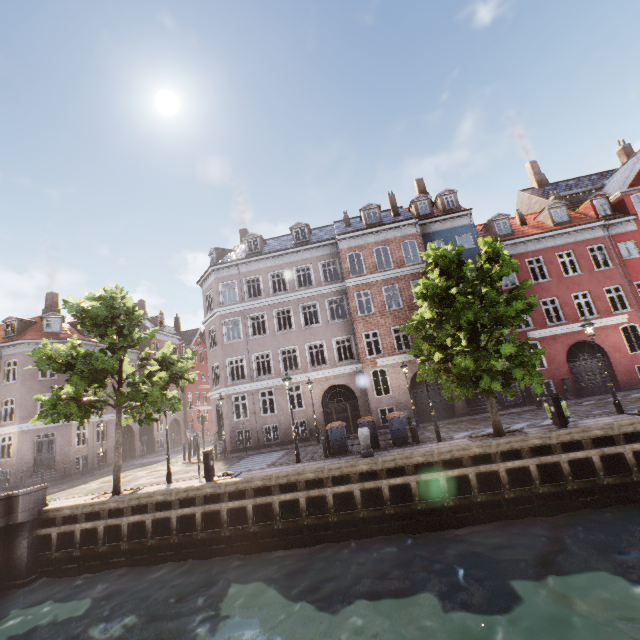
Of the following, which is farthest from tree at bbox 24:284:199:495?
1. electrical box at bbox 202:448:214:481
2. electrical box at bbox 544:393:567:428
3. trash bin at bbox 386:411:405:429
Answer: electrical box at bbox 202:448:214:481

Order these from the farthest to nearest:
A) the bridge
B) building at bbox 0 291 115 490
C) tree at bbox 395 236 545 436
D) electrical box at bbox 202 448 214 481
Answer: building at bbox 0 291 115 490
electrical box at bbox 202 448 214 481
the bridge
tree at bbox 395 236 545 436

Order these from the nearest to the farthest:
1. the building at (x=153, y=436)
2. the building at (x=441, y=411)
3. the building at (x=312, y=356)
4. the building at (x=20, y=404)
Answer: the building at (x=441, y=411) < the building at (x=312, y=356) < the building at (x=20, y=404) < the building at (x=153, y=436)

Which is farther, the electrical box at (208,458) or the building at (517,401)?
the building at (517,401)

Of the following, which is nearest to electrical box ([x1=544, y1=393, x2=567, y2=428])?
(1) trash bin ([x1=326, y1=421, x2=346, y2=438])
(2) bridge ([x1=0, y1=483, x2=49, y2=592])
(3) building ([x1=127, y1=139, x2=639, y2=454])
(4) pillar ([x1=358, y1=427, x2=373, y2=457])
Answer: (4) pillar ([x1=358, y1=427, x2=373, y2=457])

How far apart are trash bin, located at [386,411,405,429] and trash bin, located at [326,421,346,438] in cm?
188

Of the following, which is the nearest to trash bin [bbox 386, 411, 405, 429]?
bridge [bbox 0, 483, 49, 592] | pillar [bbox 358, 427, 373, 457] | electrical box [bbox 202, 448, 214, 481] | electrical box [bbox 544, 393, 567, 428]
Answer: pillar [bbox 358, 427, 373, 457]

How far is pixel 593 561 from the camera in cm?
776
